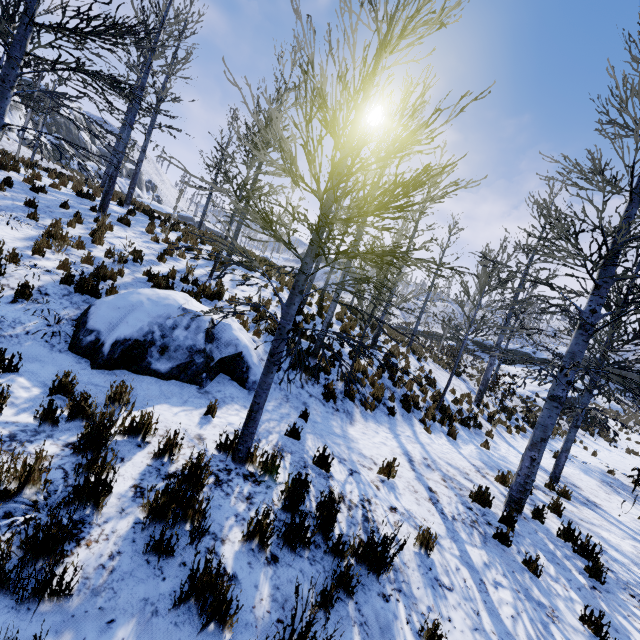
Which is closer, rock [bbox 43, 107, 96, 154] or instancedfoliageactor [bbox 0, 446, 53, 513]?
instancedfoliageactor [bbox 0, 446, 53, 513]

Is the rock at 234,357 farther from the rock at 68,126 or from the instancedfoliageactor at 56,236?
the rock at 68,126

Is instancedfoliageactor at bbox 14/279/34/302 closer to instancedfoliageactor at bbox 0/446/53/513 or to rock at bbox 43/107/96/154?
instancedfoliageactor at bbox 0/446/53/513

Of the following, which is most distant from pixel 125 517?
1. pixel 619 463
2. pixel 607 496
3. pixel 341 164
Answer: pixel 619 463

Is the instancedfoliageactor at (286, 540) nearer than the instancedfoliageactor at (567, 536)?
Yes

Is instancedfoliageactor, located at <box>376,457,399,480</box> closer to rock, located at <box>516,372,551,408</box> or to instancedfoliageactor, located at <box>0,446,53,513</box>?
instancedfoliageactor, located at <box>0,446,53,513</box>

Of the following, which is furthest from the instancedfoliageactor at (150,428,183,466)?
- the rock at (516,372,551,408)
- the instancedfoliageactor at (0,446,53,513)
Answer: the rock at (516,372,551,408)

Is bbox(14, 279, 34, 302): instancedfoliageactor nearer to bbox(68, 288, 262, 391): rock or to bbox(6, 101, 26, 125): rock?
bbox(68, 288, 262, 391): rock
